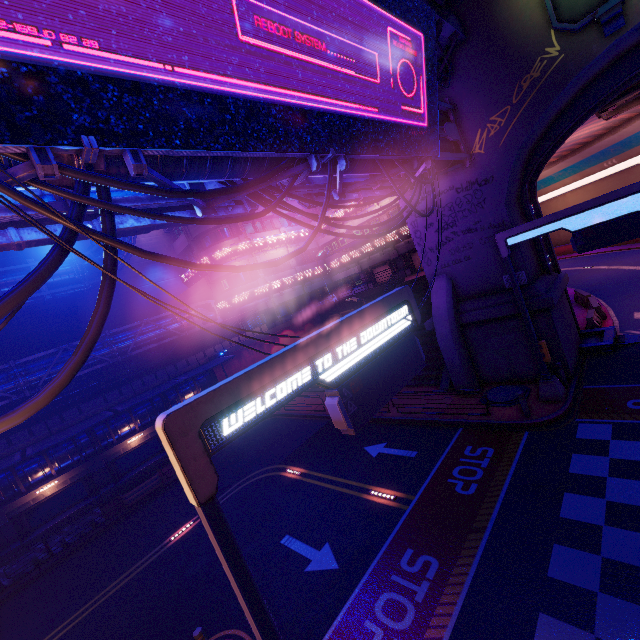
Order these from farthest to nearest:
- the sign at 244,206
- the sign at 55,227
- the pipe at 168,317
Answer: the pipe at 168,317 < the sign at 244,206 < the sign at 55,227

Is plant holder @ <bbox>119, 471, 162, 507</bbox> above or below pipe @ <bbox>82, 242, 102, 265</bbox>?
below

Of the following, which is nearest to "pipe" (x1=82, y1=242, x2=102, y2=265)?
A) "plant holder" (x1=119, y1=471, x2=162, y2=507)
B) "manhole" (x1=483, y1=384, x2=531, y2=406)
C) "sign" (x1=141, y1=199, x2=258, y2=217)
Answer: "sign" (x1=141, y1=199, x2=258, y2=217)

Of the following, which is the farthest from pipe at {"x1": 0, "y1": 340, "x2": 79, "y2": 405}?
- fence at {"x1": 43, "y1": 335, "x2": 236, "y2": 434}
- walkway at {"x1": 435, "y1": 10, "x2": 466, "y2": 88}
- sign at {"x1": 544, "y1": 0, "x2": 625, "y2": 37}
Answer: sign at {"x1": 544, "y1": 0, "x2": 625, "y2": 37}

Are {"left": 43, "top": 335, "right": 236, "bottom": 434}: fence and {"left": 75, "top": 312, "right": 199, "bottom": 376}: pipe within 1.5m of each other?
yes

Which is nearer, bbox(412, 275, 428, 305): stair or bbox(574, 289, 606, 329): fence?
bbox(574, 289, 606, 329): fence

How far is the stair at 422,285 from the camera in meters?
25.4 m

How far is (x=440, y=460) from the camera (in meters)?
12.69
